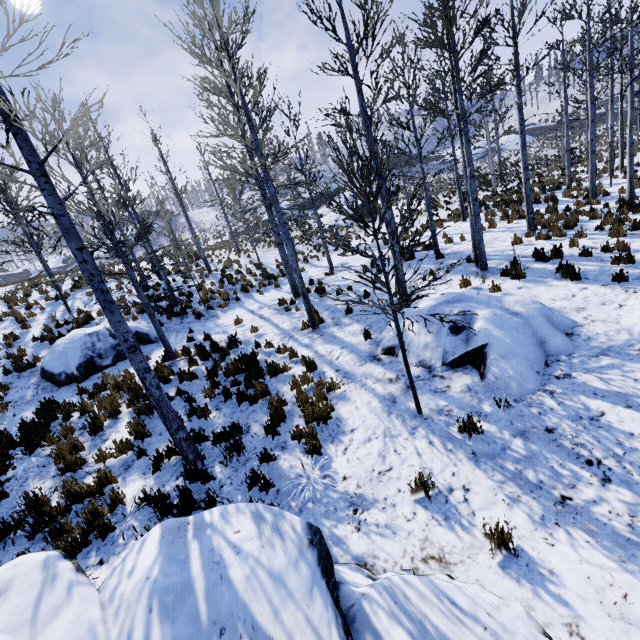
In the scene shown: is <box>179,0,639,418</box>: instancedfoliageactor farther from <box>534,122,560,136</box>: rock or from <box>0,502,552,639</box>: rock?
<box>534,122,560,136</box>: rock

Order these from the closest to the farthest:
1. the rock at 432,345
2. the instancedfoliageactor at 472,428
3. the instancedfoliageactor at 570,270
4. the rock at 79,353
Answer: the instancedfoliageactor at 472,428 → the rock at 432,345 → the instancedfoliageactor at 570,270 → the rock at 79,353

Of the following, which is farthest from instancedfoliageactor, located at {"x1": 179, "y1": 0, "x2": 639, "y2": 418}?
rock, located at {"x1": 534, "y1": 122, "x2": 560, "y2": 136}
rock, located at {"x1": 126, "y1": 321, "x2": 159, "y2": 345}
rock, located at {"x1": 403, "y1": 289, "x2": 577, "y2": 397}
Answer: rock, located at {"x1": 534, "y1": 122, "x2": 560, "y2": 136}

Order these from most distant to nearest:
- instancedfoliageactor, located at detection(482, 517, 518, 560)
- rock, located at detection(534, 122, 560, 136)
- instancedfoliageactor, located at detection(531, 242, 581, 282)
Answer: rock, located at detection(534, 122, 560, 136) < instancedfoliageactor, located at detection(531, 242, 581, 282) < instancedfoliageactor, located at detection(482, 517, 518, 560)

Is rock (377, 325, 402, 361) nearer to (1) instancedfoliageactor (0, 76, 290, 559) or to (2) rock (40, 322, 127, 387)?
(1) instancedfoliageactor (0, 76, 290, 559)

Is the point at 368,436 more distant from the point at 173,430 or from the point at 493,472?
the point at 173,430

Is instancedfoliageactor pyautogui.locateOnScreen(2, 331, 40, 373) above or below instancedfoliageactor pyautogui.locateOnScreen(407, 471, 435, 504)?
above

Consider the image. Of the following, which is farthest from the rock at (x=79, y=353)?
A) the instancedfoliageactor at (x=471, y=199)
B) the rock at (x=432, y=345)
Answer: the rock at (x=432, y=345)
